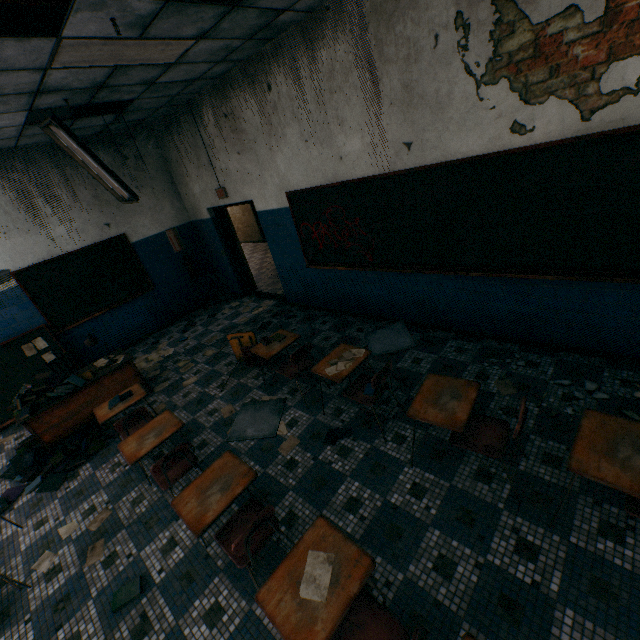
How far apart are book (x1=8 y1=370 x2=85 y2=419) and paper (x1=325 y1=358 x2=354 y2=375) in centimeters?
360cm

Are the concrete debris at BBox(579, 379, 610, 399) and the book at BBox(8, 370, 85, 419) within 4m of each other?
no

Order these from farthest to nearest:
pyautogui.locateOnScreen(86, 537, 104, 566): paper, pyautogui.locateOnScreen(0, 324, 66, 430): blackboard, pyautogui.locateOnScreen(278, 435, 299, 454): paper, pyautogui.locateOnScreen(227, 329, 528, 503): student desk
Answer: pyautogui.locateOnScreen(0, 324, 66, 430): blackboard → pyautogui.locateOnScreen(278, 435, 299, 454): paper → pyautogui.locateOnScreen(86, 537, 104, 566): paper → pyautogui.locateOnScreen(227, 329, 528, 503): student desk

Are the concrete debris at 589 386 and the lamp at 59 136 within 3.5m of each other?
no

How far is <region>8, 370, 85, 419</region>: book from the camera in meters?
4.2 m

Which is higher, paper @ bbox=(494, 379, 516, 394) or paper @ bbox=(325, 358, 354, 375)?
paper @ bbox=(325, 358, 354, 375)

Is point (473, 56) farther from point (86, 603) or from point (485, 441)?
point (86, 603)

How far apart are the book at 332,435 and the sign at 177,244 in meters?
6.0
